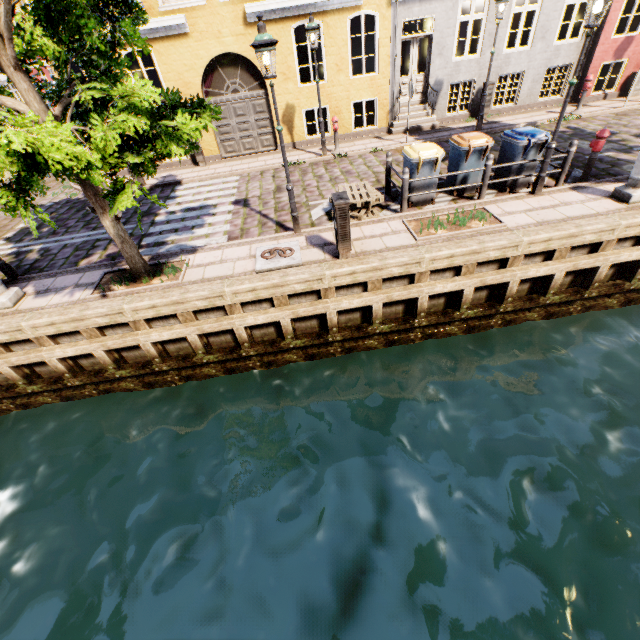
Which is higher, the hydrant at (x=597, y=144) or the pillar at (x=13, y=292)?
the hydrant at (x=597, y=144)

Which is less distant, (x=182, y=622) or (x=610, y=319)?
(x=182, y=622)

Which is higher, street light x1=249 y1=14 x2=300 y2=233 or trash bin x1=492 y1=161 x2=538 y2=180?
street light x1=249 y1=14 x2=300 y2=233

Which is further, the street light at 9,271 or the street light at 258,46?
the street light at 9,271

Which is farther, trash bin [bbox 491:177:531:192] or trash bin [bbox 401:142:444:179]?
trash bin [bbox 491:177:531:192]

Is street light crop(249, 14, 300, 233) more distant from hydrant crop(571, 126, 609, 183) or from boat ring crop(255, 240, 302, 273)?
hydrant crop(571, 126, 609, 183)

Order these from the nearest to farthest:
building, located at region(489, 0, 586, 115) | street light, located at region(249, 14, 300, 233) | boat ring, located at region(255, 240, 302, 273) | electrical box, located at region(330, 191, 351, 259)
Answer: street light, located at region(249, 14, 300, 233) → electrical box, located at region(330, 191, 351, 259) → boat ring, located at region(255, 240, 302, 273) → building, located at region(489, 0, 586, 115)

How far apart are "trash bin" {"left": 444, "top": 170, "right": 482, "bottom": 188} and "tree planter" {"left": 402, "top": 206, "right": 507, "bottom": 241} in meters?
1.1
